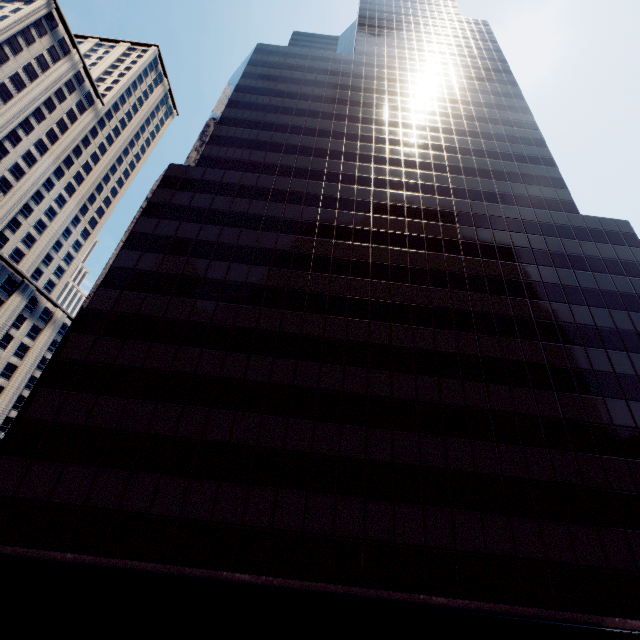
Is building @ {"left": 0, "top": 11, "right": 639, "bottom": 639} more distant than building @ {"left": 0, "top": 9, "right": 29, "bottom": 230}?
No

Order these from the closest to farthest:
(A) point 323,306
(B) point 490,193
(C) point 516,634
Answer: (C) point 516,634 < (A) point 323,306 < (B) point 490,193

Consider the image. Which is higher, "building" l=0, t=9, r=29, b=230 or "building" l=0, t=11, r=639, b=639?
"building" l=0, t=9, r=29, b=230

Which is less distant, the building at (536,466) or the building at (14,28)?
the building at (536,466)

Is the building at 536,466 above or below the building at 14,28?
below
